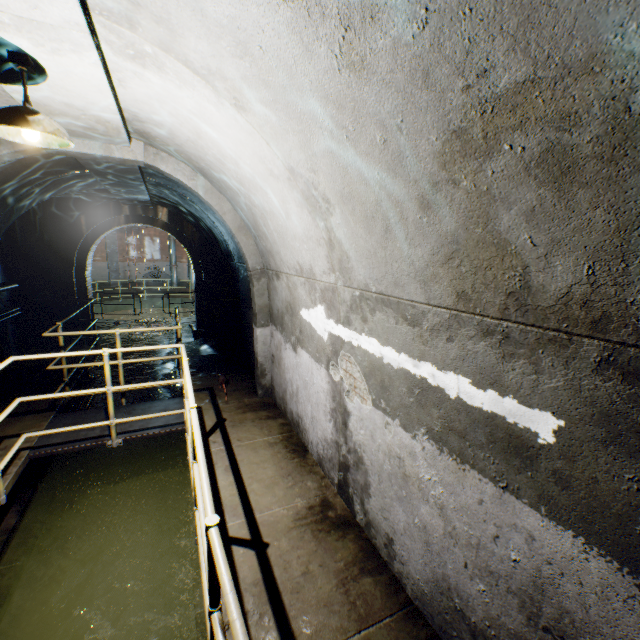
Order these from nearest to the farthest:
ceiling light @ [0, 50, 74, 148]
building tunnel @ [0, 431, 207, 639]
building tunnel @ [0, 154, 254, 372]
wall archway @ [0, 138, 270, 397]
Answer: ceiling light @ [0, 50, 74, 148], building tunnel @ [0, 431, 207, 639], wall archway @ [0, 138, 270, 397], building tunnel @ [0, 154, 254, 372]

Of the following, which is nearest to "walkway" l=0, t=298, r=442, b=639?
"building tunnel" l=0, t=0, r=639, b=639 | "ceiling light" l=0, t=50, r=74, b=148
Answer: "building tunnel" l=0, t=0, r=639, b=639

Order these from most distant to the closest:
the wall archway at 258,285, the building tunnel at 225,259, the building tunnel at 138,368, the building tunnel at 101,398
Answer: the building tunnel at 138,368
the building tunnel at 101,398
the building tunnel at 225,259
the wall archway at 258,285

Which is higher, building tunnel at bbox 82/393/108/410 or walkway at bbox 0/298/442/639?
walkway at bbox 0/298/442/639

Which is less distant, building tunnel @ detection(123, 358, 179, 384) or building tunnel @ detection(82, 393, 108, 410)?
building tunnel @ detection(82, 393, 108, 410)

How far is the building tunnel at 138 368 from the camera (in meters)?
8.59

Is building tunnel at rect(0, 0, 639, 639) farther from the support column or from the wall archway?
the support column

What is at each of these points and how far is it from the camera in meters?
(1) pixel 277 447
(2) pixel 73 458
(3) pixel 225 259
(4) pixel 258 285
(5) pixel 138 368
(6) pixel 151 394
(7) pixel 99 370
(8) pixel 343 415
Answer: (1) walkway, 4.2 m
(2) building tunnel, 5.3 m
(3) building tunnel, 8.5 m
(4) wall archway, 5.2 m
(5) building tunnel, 9.4 m
(6) building tunnel, 7.8 m
(7) building tunnel, 9.1 m
(8) building tunnel, 3.2 m
